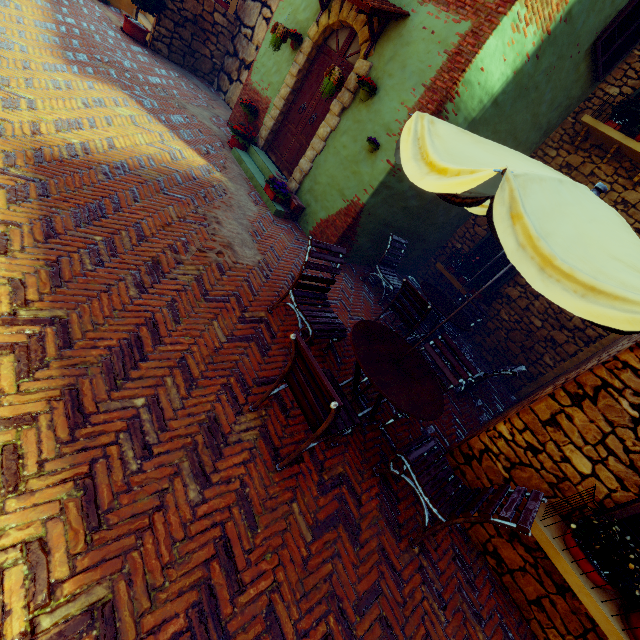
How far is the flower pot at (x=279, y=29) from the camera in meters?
6.2

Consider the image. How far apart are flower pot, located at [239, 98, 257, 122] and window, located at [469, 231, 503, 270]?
6.0 meters

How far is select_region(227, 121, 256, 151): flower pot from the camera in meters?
7.3

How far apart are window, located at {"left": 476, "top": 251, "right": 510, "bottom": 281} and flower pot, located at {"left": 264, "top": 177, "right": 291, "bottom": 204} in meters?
4.4 m

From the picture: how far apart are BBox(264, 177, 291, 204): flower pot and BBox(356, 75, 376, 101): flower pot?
2.0 meters

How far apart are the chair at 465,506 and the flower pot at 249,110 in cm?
786

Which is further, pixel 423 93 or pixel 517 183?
pixel 423 93

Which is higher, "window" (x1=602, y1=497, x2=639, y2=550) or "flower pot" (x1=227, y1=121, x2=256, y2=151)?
"window" (x1=602, y1=497, x2=639, y2=550)
